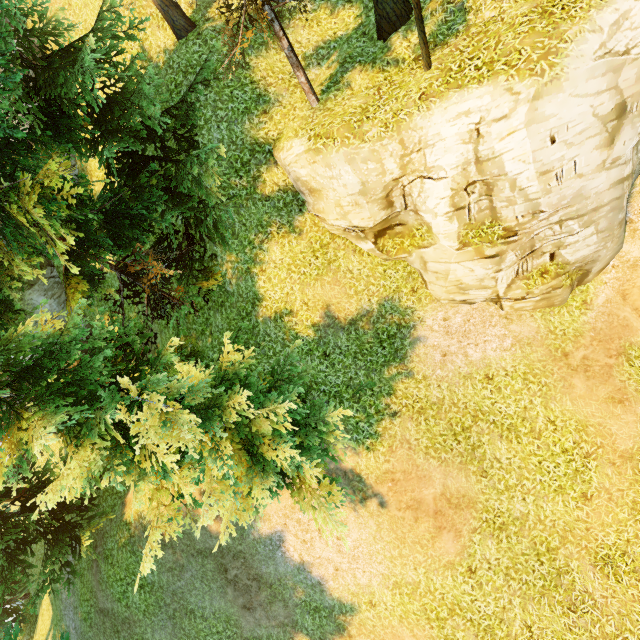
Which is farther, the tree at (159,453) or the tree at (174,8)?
the tree at (174,8)

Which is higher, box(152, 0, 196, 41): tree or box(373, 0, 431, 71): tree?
box(152, 0, 196, 41): tree

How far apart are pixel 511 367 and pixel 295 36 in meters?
13.3

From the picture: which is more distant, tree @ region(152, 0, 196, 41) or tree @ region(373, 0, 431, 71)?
tree @ region(152, 0, 196, 41)

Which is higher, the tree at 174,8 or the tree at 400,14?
the tree at 174,8
